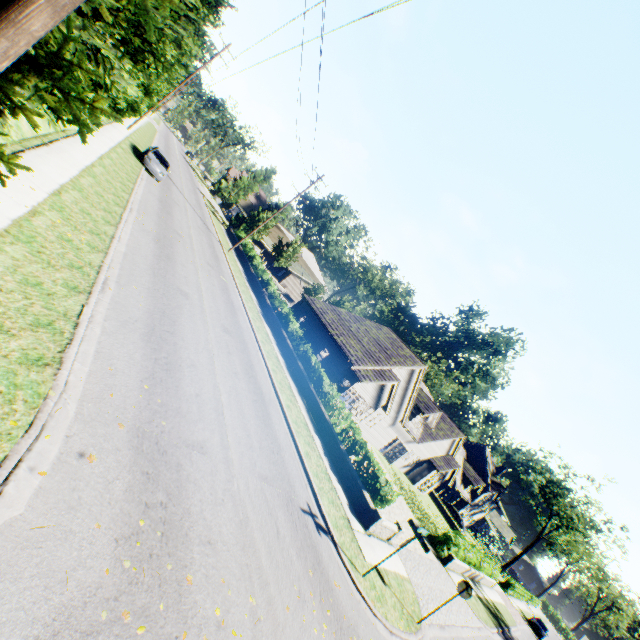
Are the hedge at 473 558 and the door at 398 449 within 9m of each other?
yes

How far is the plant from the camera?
48.0m

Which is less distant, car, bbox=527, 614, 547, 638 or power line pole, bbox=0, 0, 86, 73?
power line pole, bbox=0, 0, 86, 73

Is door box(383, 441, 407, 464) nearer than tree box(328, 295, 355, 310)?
Yes

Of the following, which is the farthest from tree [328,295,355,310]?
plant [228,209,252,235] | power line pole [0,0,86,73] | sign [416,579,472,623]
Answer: sign [416,579,472,623]

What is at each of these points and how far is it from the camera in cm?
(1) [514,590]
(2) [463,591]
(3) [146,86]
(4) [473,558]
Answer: (1) hedge, 4159
(2) sign, 1118
(3) tree, 1998
(4) hedge, 2508

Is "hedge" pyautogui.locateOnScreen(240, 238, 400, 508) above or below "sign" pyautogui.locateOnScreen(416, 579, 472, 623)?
below

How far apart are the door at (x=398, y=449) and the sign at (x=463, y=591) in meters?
19.4 m
